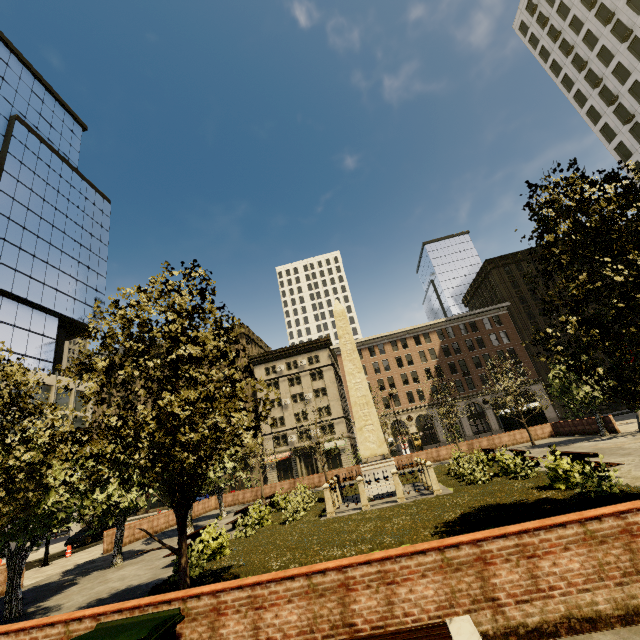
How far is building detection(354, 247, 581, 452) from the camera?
49.9m

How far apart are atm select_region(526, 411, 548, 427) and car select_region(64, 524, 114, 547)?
41.4 meters

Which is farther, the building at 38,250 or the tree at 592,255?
the building at 38,250

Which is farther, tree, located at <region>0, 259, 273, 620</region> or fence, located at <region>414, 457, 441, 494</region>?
fence, located at <region>414, 457, 441, 494</region>

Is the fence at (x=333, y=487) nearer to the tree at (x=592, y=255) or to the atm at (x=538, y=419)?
the tree at (x=592, y=255)

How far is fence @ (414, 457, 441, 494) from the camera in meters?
14.9 m

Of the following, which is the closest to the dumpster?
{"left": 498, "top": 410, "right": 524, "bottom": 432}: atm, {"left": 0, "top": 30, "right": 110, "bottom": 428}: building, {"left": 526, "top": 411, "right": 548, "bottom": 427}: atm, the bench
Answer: the bench

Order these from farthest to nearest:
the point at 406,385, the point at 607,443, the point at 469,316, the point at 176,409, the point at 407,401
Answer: the point at 469,316, the point at 406,385, the point at 407,401, the point at 607,443, the point at 176,409
